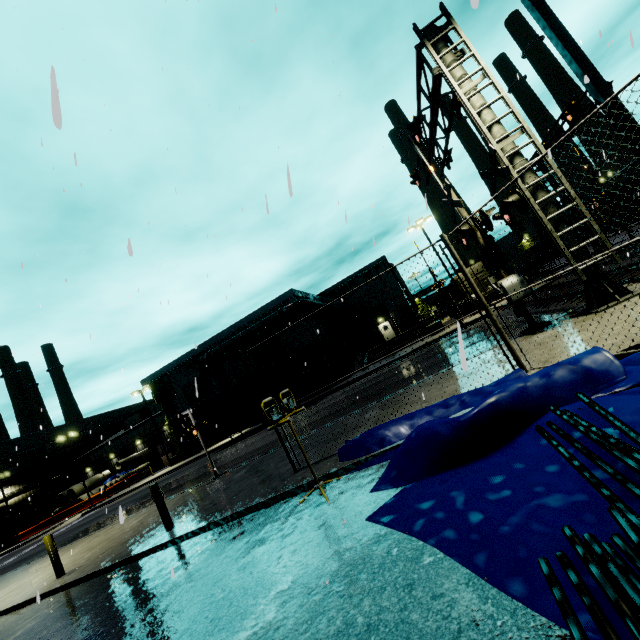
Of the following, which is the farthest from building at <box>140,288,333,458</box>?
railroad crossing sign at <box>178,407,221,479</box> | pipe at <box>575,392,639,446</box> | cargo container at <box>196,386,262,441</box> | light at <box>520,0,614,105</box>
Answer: railroad crossing sign at <box>178,407,221,479</box>

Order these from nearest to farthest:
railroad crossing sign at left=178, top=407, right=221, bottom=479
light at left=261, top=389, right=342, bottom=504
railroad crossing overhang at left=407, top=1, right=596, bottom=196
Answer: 1. light at left=261, top=389, right=342, bottom=504
2. railroad crossing overhang at left=407, top=1, right=596, bottom=196
3. railroad crossing sign at left=178, top=407, right=221, bottom=479

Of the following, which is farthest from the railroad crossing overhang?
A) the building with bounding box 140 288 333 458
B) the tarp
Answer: the building with bounding box 140 288 333 458

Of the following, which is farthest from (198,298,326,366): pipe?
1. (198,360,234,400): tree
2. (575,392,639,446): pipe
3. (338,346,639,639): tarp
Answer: (575,392,639,446): pipe

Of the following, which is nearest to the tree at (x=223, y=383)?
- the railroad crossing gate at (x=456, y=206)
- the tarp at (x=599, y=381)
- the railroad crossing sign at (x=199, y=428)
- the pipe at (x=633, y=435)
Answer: the tarp at (x=599, y=381)

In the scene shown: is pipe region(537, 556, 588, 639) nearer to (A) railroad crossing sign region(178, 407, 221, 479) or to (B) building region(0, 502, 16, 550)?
(B) building region(0, 502, 16, 550)

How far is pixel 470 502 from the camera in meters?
3.2

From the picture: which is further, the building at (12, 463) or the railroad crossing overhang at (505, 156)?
the building at (12, 463)
